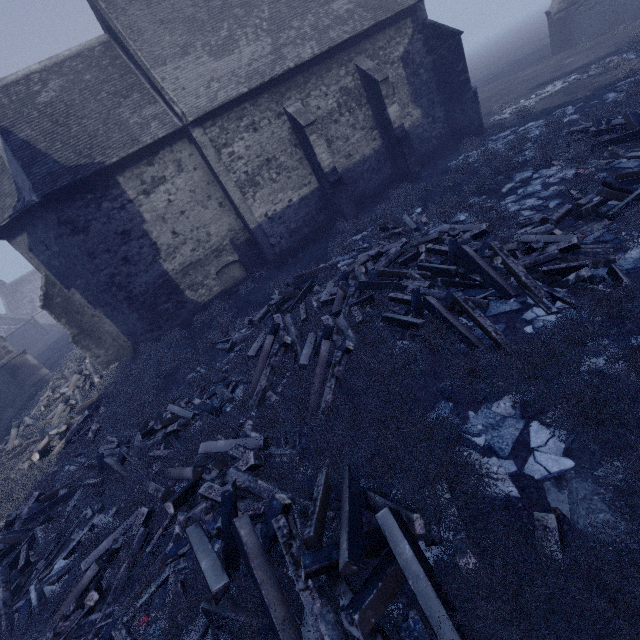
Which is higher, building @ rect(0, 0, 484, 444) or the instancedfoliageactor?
building @ rect(0, 0, 484, 444)

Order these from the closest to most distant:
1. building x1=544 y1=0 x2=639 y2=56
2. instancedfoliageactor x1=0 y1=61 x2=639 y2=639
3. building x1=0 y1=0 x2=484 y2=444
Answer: instancedfoliageactor x1=0 y1=61 x2=639 y2=639
building x1=0 y1=0 x2=484 y2=444
building x1=544 y1=0 x2=639 y2=56

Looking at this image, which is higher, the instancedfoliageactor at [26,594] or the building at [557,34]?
the building at [557,34]

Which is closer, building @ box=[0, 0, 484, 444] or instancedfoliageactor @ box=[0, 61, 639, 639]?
instancedfoliageactor @ box=[0, 61, 639, 639]

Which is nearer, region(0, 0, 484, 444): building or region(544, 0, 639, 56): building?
region(0, 0, 484, 444): building

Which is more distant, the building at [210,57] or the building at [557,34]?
the building at [557,34]

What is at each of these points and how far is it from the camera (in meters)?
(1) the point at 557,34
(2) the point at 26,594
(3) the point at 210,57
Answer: (1) building, 26.41
(2) instancedfoliageactor, 5.99
(3) building, 13.36

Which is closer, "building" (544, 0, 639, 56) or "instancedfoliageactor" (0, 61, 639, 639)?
"instancedfoliageactor" (0, 61, 639, 639)
